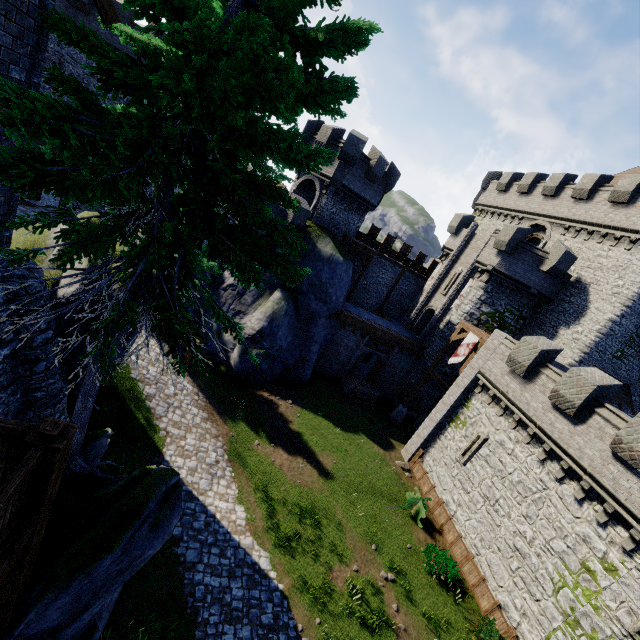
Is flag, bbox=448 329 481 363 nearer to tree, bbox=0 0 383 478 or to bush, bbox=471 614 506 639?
bush, bbox=471 614 506 639

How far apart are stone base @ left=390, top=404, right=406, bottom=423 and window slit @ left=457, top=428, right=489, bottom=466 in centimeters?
677cm

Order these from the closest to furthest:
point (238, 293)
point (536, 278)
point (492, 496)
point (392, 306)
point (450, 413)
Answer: point (492, 496)
point (450, 413)
point (238, 293)
point (536, 278)
point (392, 306)

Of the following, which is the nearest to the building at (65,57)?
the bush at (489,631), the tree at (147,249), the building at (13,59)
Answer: the tree at (147,249)

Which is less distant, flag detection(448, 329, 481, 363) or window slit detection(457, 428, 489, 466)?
window slit detection(457, 428, 489, 466)

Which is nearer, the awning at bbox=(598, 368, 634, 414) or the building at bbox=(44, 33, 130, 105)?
the awning at bbox=(598, 368, 634, 414)

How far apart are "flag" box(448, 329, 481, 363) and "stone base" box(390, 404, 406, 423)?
5.5 meters

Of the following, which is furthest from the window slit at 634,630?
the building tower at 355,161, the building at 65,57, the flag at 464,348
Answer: the building at 65,57
